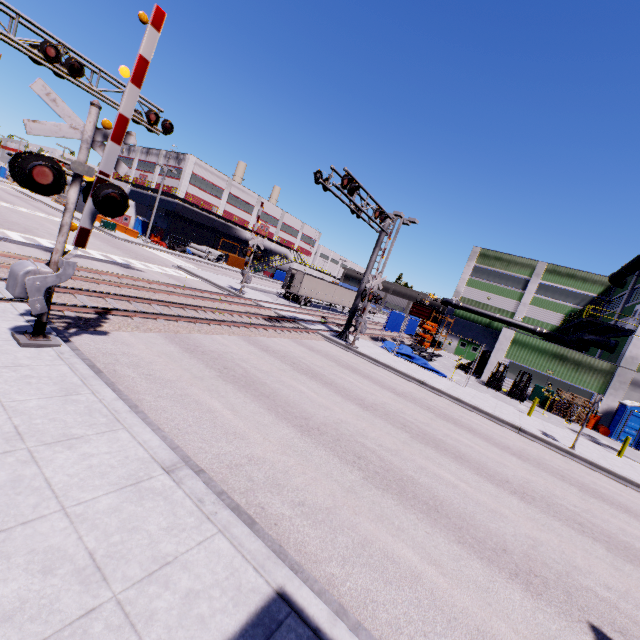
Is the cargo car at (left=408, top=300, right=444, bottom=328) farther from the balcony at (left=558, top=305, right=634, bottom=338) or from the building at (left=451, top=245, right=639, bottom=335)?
the balcony at (left=558, top=305, right=634, bottom=338)

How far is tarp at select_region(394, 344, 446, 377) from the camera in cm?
2217

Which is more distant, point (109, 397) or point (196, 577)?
point (109, 397)

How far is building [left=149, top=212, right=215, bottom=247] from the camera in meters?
52.9 m

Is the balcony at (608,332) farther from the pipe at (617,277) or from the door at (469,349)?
the door at (469,349)

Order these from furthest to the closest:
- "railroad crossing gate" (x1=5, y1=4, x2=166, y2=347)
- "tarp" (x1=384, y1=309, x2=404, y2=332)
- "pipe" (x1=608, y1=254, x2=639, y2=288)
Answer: "tarp" (x1=384, y1=309, x2=404, y2=332) → "pipe" (x1=608, y1=254, x2=639, y2=288) → "railroad crossing gate" (x1=5, y1=4, x2=166, y2=347)

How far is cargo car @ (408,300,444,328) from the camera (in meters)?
47.09

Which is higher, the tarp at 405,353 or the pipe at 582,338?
the pipe at 582,338
